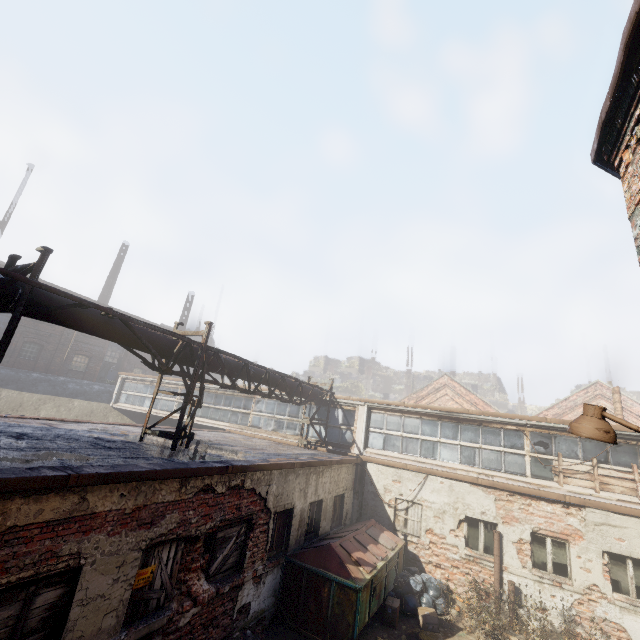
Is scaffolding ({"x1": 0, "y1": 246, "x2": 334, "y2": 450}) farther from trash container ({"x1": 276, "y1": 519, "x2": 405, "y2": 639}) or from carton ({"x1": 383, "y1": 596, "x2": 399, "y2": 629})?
carton ({"x1": 383, "y1": 596, "x2": 399, "y2": 629})

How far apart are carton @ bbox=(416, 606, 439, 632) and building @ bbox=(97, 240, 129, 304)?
36.4m

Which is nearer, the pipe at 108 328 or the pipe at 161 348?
the pipe at 108 328

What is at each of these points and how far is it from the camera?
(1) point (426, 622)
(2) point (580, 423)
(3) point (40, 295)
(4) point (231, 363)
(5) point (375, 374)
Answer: (1) carton, 8.91m
(2) light, 3.44m
(3) pipe, 5.83m
(4) pipe, 10.06m
(5) building, 59.12m

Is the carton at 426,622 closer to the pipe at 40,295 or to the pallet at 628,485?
the pallet at 628,485

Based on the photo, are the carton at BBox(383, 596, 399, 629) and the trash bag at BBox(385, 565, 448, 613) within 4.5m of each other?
yes

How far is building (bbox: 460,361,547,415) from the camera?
50.0 meters

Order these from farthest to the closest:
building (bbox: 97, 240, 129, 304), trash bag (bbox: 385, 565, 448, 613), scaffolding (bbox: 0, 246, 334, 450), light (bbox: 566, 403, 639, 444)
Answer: building (bbox: 97, 240, 129, 304)
trash bag (bbox: 385, 565, 448, 613)
scaffolding (bbox: 0, 246, 334, 450)
light (bbox: 566, 403, 639, 444)
